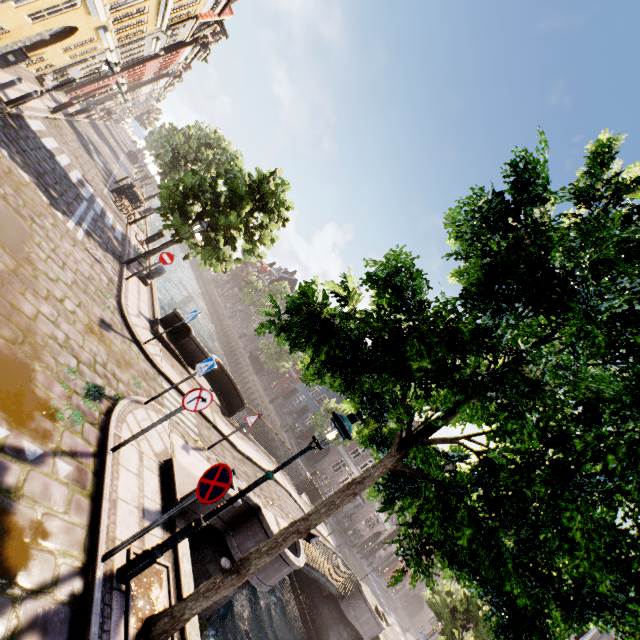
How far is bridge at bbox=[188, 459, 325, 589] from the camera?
8.1m

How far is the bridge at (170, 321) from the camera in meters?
11.8 m

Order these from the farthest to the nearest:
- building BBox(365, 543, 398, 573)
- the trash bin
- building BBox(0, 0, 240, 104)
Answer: building BBox(365, 543, 398, 573) < the trash bin < building BBox(0, 0, 240, 104)

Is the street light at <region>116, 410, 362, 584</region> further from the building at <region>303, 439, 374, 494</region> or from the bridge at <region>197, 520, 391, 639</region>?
the building at <region>303, 439, 374, 494</region>

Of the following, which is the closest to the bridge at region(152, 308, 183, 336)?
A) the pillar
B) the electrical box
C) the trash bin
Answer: the pillar

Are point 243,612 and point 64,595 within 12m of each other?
yes

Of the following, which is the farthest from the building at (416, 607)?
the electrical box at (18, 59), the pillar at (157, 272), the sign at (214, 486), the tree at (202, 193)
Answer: the electrical box at (18, 59)

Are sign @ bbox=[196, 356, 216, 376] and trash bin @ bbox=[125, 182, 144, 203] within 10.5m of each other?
no
